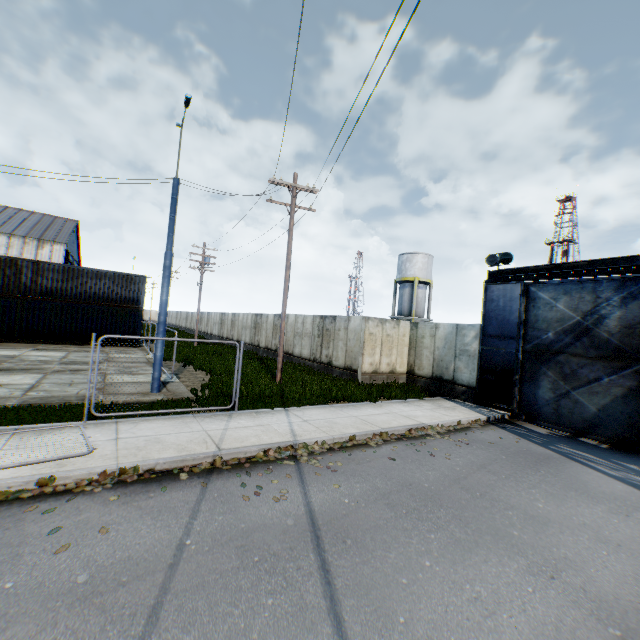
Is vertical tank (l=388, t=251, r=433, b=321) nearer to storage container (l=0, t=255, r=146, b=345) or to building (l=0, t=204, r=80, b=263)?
storage container (l=0, t=255, r=146, b=345)

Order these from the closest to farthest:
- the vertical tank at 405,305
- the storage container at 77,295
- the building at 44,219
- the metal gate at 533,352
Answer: the metal gate at 533,352, the storage container at 77,295, the vertical tank at 405,305, the building at 44,219

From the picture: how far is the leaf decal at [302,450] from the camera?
7.2 meters

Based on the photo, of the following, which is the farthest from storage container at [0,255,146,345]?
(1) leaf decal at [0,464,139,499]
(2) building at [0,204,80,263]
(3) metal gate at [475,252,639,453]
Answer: (3) metal gate at [475,252,639,453]

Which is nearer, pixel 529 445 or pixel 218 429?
pixel 218 429

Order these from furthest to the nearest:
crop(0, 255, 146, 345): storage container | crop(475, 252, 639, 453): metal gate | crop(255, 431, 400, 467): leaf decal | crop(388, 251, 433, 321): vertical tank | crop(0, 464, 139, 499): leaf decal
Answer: crop(388, 251, 433, 321): vertical tank → crop(0, 255, 146, 345): storage container → crop(475, 252, 639, 453): metal gate → crop(255, 431, 400, 467): leaf decal → crop(0, 464, 139, 499): leaf decal

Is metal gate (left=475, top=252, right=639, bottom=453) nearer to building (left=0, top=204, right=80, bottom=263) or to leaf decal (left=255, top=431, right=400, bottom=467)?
leaf decal (left=255, top=431, right=400, bottom=467)

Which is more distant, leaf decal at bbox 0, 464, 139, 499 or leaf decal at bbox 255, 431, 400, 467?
leaf decal at bbox 255, 431, 400, 467
